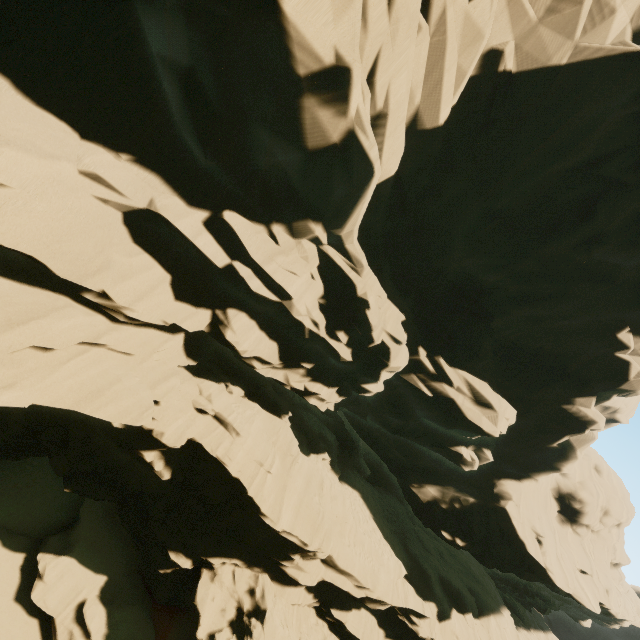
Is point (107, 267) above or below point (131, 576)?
above
